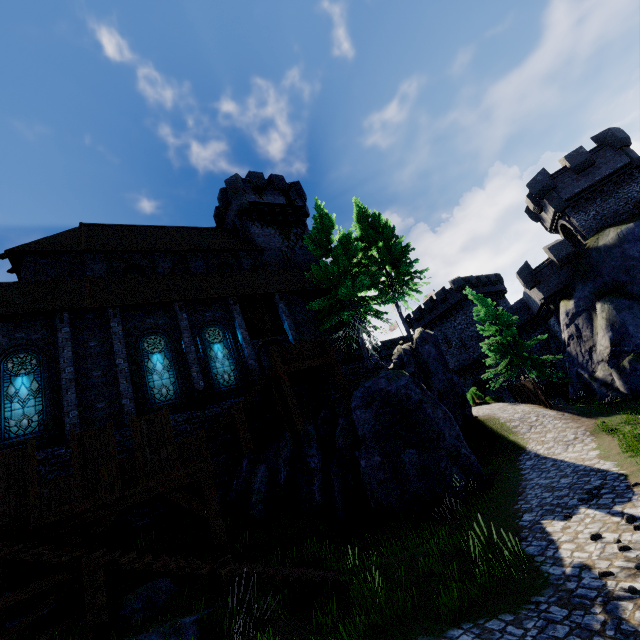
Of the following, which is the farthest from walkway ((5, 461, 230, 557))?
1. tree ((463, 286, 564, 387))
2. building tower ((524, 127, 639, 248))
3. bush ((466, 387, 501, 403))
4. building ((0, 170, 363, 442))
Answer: building tower ((524, 127, 639, 248))

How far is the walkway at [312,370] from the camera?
14.1 meters

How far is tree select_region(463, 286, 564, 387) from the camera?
24.88m

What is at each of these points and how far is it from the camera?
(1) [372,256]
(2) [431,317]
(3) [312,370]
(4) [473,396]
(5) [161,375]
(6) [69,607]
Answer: (1) tree, 23.86m
(2) building, 47.12m
(3) walkway, 16.88m
(4) bush, 30.62m
(5) window glass, 15.59m
(6) walkway, 7.96m

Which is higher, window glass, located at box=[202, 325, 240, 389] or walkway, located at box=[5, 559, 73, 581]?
window glass, located at box=[202, 325, 240, 389]

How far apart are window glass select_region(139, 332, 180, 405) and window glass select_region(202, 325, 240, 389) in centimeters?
153cm

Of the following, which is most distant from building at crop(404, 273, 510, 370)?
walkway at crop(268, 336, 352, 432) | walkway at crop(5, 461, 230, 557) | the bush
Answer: walkway at crop(5, 461, 230, 557)

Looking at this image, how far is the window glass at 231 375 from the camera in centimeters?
1677cm
